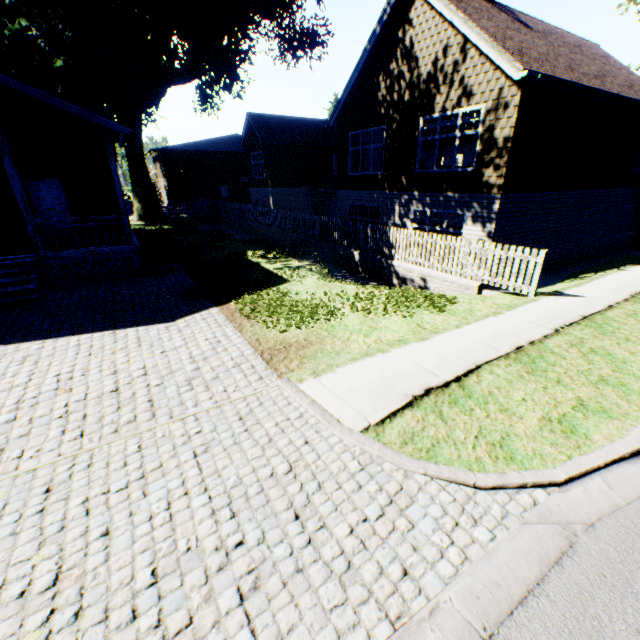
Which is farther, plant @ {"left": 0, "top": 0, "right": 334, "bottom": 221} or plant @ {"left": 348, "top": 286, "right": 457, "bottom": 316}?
plant @ {"left": 0, "top": 0, "right": 334, "bottom": 221}

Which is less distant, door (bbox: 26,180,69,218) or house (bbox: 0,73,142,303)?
house (bbox: 0,73,142,303)

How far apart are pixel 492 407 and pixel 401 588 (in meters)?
2.75

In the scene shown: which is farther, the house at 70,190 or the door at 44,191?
the door at 44,191

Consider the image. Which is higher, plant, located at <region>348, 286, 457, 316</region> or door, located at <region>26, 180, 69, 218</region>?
door, located at <region>26, 180, 69, 218</region>

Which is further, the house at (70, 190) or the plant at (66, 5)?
the plant at (66, 5)

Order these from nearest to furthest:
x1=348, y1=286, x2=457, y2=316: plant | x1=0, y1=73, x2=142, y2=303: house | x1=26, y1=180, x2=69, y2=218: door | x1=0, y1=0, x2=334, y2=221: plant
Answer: x1=348, y1=286, x2=457, y2=316: plant → x1=0, y1=73, x2=142, y2=303: house → x1=26, y1=180, x2=69, y2=218: door → x1=0, y1=0, x2=334, y2=221: plant

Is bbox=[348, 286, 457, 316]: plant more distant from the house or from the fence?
the house
